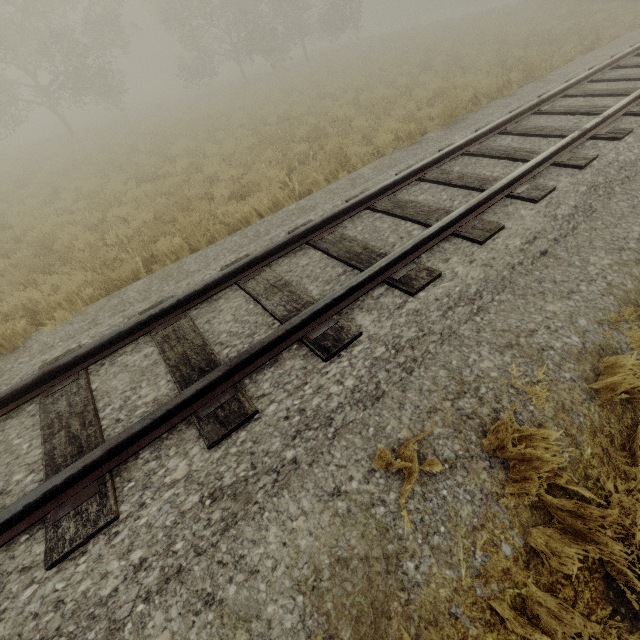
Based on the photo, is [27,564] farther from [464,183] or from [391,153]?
[391,153]
